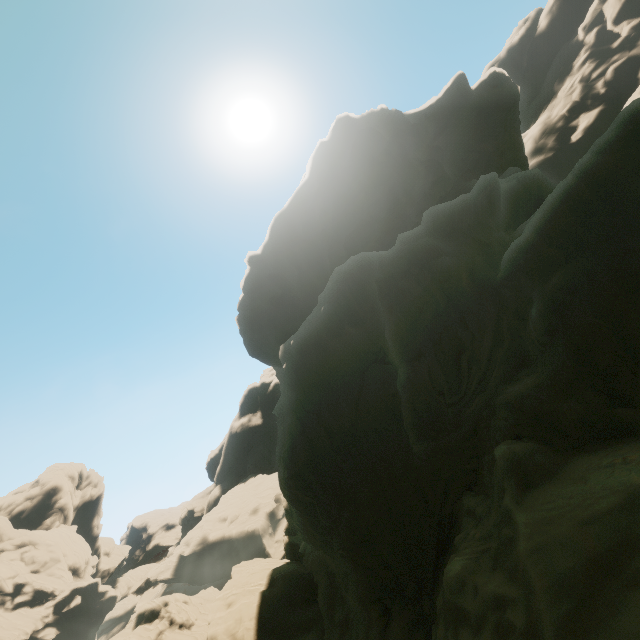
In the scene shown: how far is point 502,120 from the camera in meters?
39.8 m

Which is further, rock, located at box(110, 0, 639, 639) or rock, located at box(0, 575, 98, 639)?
rock, located at box(0, 575, 98, 639)

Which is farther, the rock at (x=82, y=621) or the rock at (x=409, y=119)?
the rock at (x=82, y=621)
